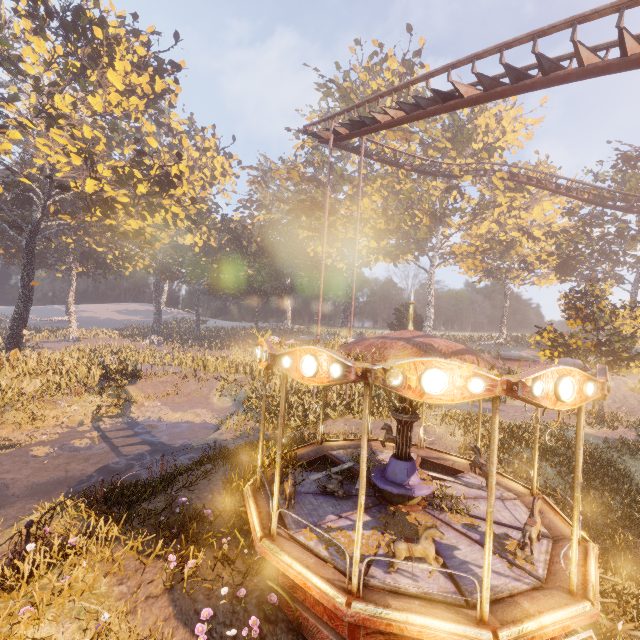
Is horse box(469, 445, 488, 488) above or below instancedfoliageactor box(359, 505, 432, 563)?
above

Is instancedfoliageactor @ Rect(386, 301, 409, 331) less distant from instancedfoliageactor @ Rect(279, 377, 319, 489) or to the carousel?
the carousel

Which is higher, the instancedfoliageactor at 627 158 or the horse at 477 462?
the instancedfoliageactor at 627 158

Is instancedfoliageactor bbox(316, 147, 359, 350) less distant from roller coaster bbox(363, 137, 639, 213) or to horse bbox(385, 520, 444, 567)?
roller coaster bbox(363, 137, 639, 213)

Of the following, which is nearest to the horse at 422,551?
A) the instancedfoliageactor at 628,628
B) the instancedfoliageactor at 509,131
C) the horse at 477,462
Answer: the instancedfoliageactor at 628,628

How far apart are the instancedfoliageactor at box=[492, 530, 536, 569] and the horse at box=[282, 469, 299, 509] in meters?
4.1 m

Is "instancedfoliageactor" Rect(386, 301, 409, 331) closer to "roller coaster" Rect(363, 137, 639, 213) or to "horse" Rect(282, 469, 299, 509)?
"roller coaster" Rect(363, 137, 639, 213)

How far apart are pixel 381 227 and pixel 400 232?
2.5m
